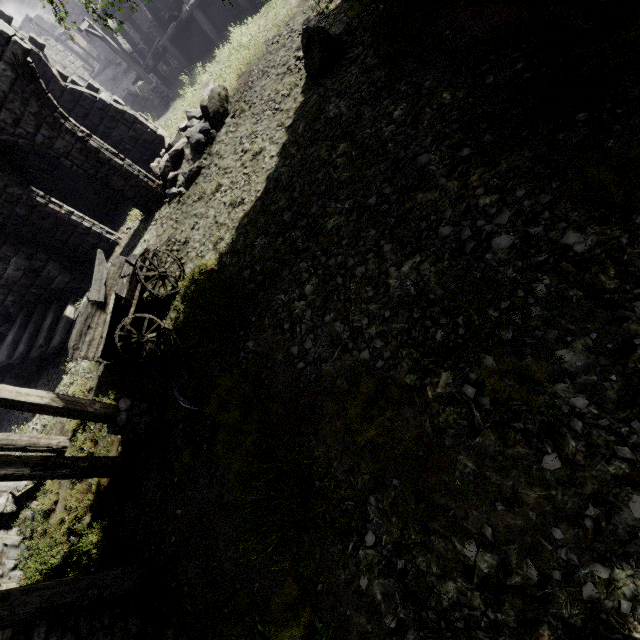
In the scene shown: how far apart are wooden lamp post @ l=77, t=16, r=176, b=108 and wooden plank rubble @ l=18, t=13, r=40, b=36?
43.3 meters

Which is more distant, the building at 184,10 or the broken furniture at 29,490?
the building at 184,10

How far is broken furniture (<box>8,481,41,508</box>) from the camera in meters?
8.7

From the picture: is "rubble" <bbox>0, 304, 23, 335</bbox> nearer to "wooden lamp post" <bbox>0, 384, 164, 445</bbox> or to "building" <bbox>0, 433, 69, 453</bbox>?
"building" <bbox>0, 433, 69, 453</bbox>

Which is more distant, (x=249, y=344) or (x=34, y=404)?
(x=249, y=344)

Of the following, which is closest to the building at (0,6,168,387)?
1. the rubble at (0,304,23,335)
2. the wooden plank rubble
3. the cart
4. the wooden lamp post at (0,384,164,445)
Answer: the rubble at (0,304,23,335)

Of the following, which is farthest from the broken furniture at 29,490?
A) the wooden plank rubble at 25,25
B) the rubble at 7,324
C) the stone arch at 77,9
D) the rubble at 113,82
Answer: the wooden plank rubble at 25,25

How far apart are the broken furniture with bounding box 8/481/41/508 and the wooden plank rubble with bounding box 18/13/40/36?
61.3 meters
